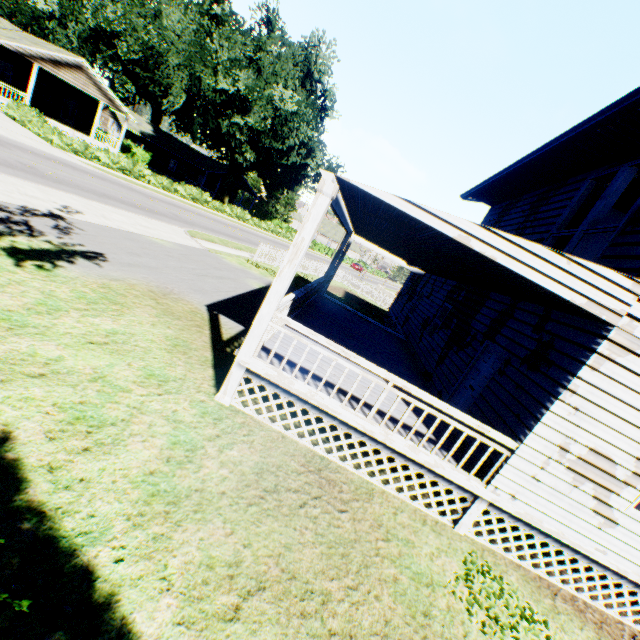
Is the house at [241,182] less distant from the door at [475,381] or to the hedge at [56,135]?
the hedge at [56,135]

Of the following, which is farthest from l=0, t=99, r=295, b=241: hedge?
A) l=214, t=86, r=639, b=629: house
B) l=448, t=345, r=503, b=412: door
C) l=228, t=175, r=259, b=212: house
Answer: l=448, t=345, r=503, b=412: door

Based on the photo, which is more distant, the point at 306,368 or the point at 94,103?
the point at 94,103

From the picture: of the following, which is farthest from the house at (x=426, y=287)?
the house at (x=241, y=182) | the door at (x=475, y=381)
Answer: the house at (x=241, y=182)

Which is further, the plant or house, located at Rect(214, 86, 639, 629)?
the plant

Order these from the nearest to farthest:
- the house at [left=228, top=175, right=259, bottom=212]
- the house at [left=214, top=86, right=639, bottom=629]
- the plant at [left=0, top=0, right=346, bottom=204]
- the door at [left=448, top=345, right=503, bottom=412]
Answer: the house at [left=214, top=86, right=639, bottom=629]
the door at [left=448, top=345, right=503, bottom=412]
the plant at [left=0, top=0, right=346, bottom=204]
the house at [left=228, top=175, right=259, bottom=212]

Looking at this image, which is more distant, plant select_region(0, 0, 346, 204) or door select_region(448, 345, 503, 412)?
plant select_region(0, 0, 346, 204)

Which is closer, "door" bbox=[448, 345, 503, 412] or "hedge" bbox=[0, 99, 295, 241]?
"door" bbox=[448, 345, 503, 412]
